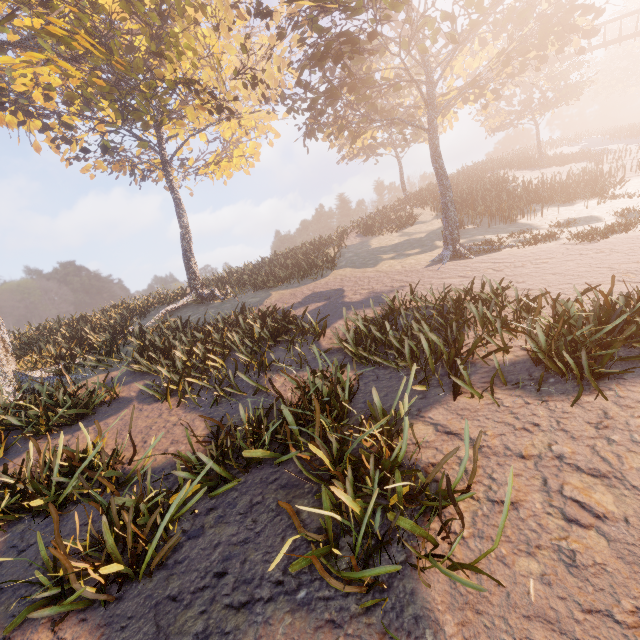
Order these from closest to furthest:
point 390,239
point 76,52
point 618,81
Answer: point 76,52 → point 390,239 → point 618,81
